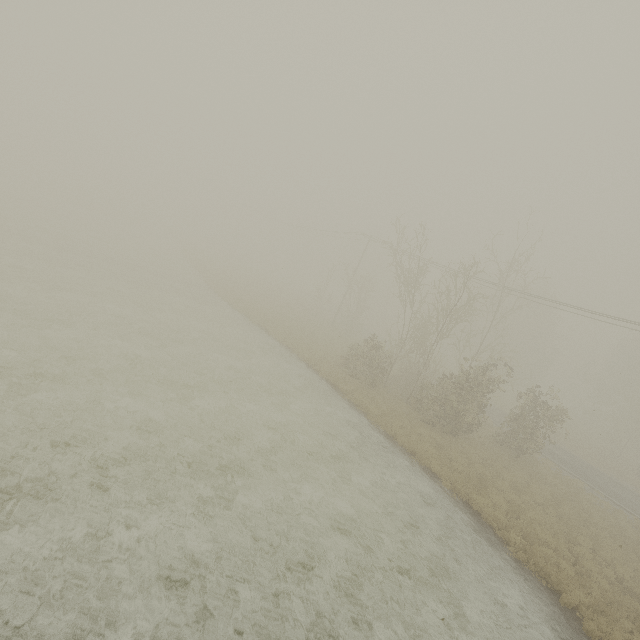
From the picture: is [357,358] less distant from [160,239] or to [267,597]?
[267,597]

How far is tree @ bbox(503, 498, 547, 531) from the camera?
14.0 meters

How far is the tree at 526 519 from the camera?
14.0m
